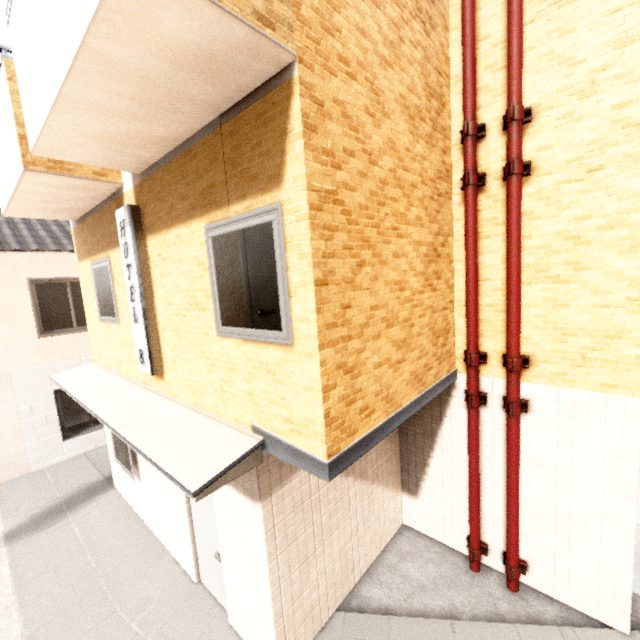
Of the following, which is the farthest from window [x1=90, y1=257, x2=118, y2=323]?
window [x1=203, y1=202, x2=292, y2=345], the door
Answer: window [x1=203, y1=202, x2=292, y2=345]

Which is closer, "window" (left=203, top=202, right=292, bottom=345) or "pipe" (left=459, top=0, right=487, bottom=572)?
"window" (left=203, top=202, right=292, bottom=345)

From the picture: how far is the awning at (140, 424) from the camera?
2.8 meters

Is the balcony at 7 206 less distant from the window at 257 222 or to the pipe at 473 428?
the window at 257 222

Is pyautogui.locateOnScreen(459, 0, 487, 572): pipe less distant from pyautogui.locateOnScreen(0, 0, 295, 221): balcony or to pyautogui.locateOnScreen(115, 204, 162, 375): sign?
pyautogui.locateOnScreen(0, 0, 295, 221): balcony

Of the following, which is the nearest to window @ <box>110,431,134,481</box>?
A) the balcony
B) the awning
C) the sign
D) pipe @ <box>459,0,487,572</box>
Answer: the awning

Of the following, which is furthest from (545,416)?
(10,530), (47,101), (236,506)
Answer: (10,530)

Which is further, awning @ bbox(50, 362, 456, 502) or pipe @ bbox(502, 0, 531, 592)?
pipe @ bbox(502, 0, 531, 592)
